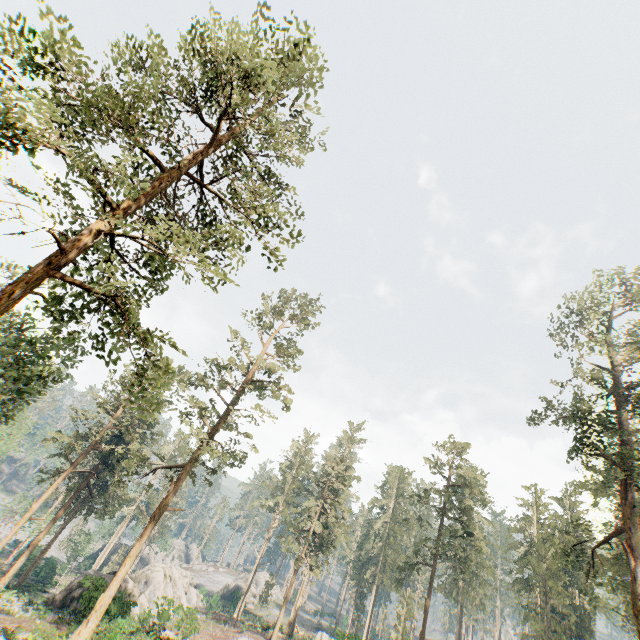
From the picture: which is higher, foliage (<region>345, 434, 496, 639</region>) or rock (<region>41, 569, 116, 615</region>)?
foliage (<region>345, 434, 496, 639</region>)

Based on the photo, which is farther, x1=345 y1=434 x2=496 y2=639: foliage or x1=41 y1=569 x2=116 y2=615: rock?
x1=345 y1=434 x2=496 y2=639: foliage

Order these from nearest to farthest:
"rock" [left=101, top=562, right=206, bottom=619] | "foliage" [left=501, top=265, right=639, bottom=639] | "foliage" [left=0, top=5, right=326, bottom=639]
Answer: "foliage" [left=0, top=5, right=326, bottom=639], "foliage" [left=501, top=265, right=639, bottom=639], "rock" [left=101, top=562, right=206, bottom=619]

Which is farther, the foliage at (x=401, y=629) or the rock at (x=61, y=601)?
the foliage at (x=401, y=629)

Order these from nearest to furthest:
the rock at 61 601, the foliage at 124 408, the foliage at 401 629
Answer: the foliage at 124 408, the rock at 61 601, the foliage at 401 629

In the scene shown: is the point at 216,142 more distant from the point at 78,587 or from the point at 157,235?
the point at 78,587

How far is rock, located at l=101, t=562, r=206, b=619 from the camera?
26.45m
